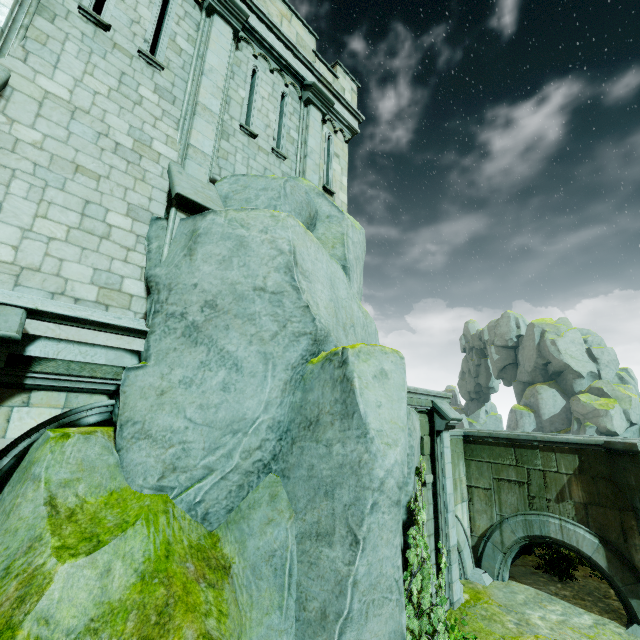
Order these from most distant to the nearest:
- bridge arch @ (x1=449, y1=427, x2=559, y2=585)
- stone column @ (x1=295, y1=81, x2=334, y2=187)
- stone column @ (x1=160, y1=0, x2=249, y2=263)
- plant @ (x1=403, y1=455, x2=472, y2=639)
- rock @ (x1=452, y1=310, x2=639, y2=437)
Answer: rock @ (x1=452, y1=310, x2=639, y2=437) → bridge arch @ (x1=449, y1=427, x2=559, y2=585) → stone column @ (x1=295, y1=81, x2=334, y2=187) → stone column @ (x1=160, y1=0, x2=249, y2=263) → plant @ (x1=403, y1=455, x2=472, y2=639)

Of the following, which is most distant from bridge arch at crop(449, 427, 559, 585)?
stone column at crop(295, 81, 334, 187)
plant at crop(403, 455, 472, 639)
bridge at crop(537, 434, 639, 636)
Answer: stone column at crop(295, 81, 334, 187)

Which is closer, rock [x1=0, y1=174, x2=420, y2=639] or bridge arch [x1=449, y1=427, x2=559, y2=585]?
rock [x1=0, y1=174, x2=420, y2=639]

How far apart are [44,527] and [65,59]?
6.81m

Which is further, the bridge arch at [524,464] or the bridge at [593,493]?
the bridge arch at [524,464]

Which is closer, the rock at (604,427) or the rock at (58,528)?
the rock at (58,528)

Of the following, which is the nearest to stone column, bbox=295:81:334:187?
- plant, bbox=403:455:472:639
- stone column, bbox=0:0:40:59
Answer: stone column, bbox=0:0:40:59

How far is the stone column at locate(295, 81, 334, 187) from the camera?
9.0m
